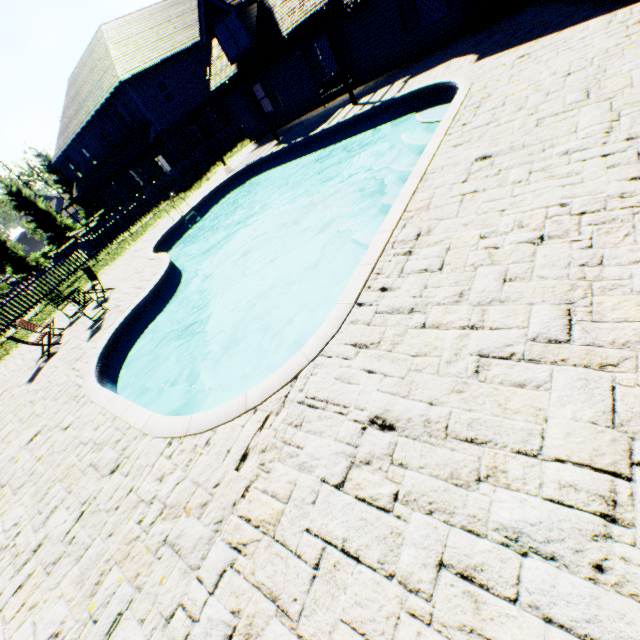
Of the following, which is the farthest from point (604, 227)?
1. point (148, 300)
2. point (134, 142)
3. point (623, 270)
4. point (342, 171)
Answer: point (134, 142)

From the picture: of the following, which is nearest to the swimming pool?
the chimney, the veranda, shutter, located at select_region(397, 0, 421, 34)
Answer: the veranda

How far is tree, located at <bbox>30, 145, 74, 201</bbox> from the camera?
39.2m

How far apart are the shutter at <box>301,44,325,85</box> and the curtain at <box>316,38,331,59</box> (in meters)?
0.25

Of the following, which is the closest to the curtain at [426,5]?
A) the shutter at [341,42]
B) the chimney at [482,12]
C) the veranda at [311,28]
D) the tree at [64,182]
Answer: the chimney at [482,12]

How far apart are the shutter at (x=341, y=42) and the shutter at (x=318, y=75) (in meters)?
0.99

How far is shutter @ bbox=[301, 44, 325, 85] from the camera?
15.8m

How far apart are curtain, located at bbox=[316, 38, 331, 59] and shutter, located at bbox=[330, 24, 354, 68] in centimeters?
21cm
